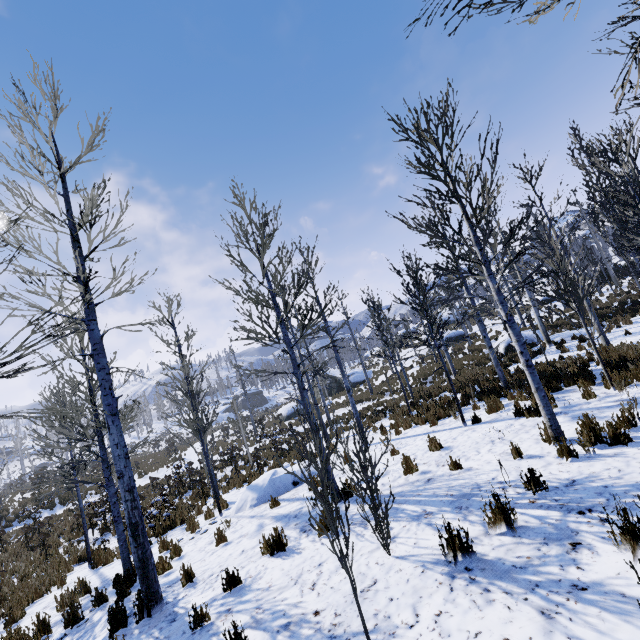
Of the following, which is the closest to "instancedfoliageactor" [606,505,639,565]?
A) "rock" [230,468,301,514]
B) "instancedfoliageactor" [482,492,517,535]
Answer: "instancedfoliageactor" [482,492,517,535]

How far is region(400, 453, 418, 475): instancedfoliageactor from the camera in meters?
6.7 m

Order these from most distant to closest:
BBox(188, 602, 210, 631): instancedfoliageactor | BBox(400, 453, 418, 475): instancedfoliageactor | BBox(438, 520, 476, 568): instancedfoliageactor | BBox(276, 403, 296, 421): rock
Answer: BBox(276, 403, 296, 421): rock < BBox(400, 453, 418, 475): instancedfoliageactor < BBox(188, 602, 210, 631): instancedfoliageactor < BBox(438, 520, 476, 568): instancedfoliageactor

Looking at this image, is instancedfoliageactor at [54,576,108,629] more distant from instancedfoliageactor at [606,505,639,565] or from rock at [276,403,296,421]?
rock at [276,403,296,421]

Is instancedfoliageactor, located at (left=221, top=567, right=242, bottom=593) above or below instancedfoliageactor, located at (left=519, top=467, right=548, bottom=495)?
below

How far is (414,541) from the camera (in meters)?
4.19

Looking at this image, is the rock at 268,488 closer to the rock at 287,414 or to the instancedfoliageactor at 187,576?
the instancedfoliageactor at 187,576

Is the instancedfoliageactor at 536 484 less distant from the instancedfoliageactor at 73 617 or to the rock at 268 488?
the instancedfoliageactor at 73 617
